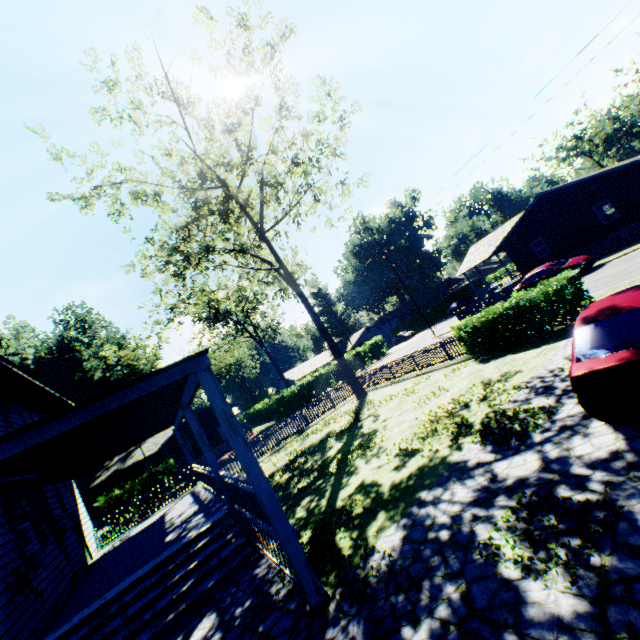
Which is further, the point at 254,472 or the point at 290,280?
the point at 290,280

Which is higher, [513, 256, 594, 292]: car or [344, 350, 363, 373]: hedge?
[344, 350, 363, 373]: hedge

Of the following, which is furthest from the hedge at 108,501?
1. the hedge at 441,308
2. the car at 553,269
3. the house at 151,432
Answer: the hedge at 441,308

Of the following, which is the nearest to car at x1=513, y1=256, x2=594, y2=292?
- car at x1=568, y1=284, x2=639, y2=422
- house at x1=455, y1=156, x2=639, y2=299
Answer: house at x1=455, y1=156, x2=639, y2=299

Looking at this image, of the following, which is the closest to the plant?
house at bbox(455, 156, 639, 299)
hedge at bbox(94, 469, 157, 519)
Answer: hedge at bbox(94, 469, 157, 519)

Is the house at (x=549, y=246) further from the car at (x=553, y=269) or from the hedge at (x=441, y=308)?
the hedge at (x=441, y=308)

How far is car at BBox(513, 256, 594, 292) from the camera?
20.58m

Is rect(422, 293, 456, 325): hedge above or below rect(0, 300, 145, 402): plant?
below
